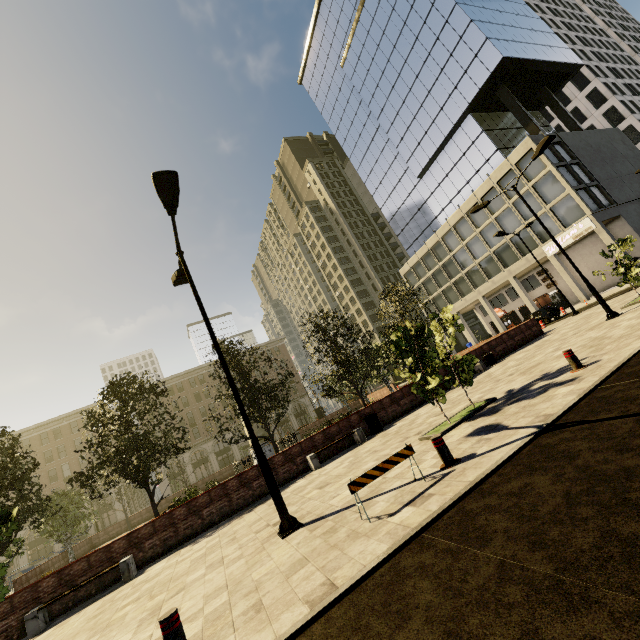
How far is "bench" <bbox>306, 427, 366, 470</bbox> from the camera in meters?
13.2 m

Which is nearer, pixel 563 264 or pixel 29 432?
pixel 563 264

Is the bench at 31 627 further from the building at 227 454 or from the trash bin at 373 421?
the building at 227 454

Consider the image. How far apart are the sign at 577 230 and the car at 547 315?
7.28m

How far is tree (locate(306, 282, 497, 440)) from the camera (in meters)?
9.23

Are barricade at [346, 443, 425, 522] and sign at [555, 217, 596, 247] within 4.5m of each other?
no

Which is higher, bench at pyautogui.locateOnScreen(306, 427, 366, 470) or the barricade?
the barricade

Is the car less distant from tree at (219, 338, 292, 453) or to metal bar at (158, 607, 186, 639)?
tree at (219, 338, 292, 453)
